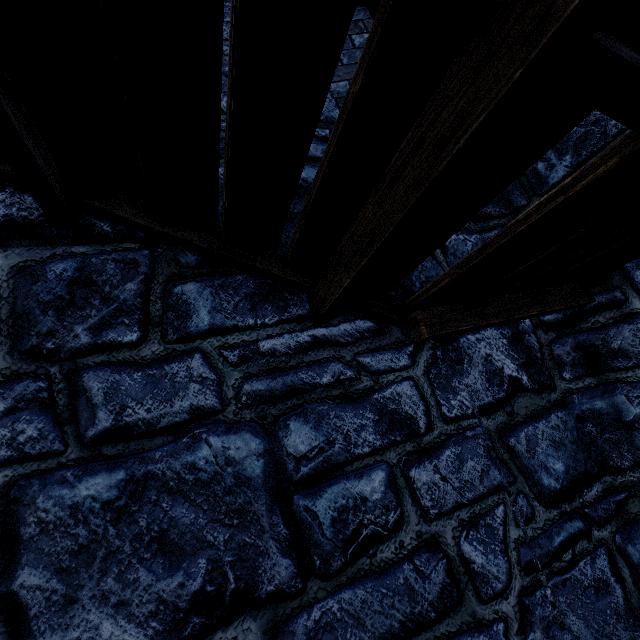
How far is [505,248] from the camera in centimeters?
139cm
